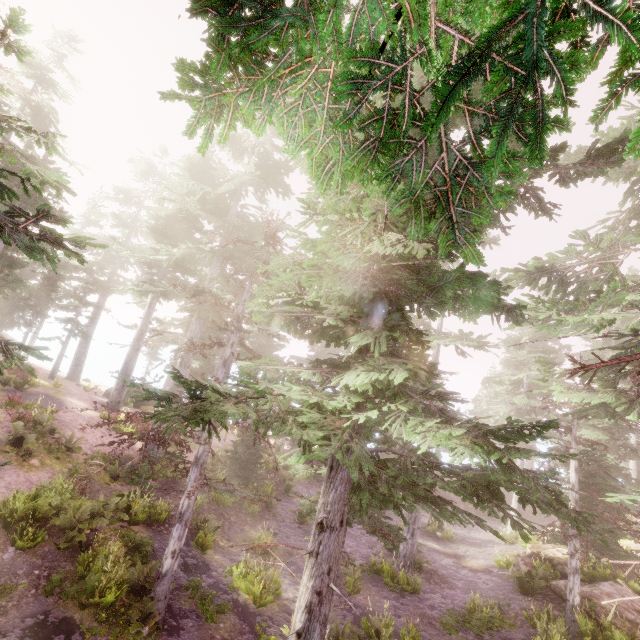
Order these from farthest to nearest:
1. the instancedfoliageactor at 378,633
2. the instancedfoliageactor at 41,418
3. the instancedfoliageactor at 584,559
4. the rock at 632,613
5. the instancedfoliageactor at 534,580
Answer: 1. the instancedfoliageactor at 534,580
2. the instancedfoliageactor at 41,418
3. the rock at 632,613
4. the instancedfoliageactor at 378,633
5. the instancedfoliageactor at 584,559

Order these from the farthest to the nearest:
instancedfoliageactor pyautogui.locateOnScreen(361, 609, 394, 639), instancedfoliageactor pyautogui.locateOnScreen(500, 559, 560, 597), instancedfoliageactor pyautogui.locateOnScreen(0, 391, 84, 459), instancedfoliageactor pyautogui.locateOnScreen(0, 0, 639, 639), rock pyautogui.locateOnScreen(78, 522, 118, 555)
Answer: instancedfoliageactor pyautogui.locateOnScreen(500, 559, 560, 597) < instancedfoliageactor pyautogui.locateOnScreen(0, 391, 84, 459) < instancedfoliageactor pyautogui.locateOnScreen(361, 609, 394, 639) < rock pyautogui.locateOnScreen(78, 522, 118, 555) < instancedfoliageactor pyautogui.locateOnScreen(0, 0, 639, 639)

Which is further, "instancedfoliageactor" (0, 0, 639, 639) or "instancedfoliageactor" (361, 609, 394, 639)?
"instancedfoliageactor" (361, 609, 394, 639)

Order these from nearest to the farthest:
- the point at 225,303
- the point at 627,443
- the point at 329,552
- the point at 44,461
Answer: the point at 329,552, the point at 44,461, the point at 627,443, the point at 225,303

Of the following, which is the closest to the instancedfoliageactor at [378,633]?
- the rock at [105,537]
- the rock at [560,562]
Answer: the rock at [560,562]

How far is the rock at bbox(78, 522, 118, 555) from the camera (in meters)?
10.84

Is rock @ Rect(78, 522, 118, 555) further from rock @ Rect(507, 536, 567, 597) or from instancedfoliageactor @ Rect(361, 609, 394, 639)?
rock @ Rect(507, 536, 567, 597)
